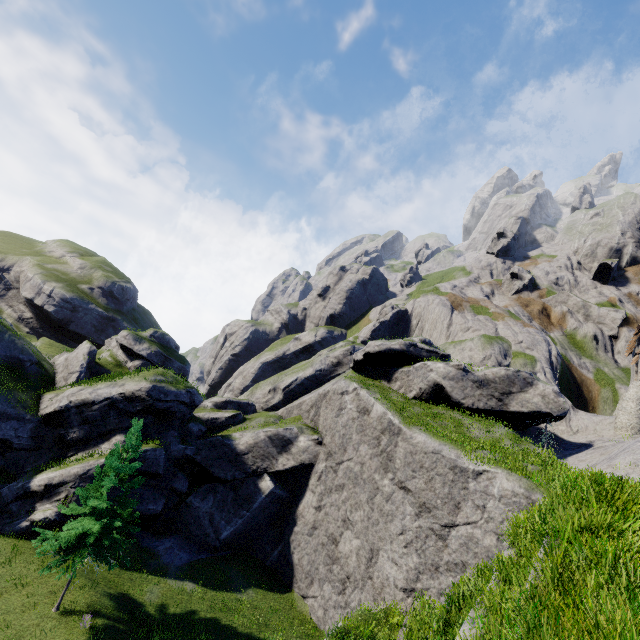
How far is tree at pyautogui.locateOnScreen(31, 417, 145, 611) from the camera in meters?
17.0

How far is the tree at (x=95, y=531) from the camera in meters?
17.0

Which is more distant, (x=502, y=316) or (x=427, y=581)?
(x=502, y=316)
